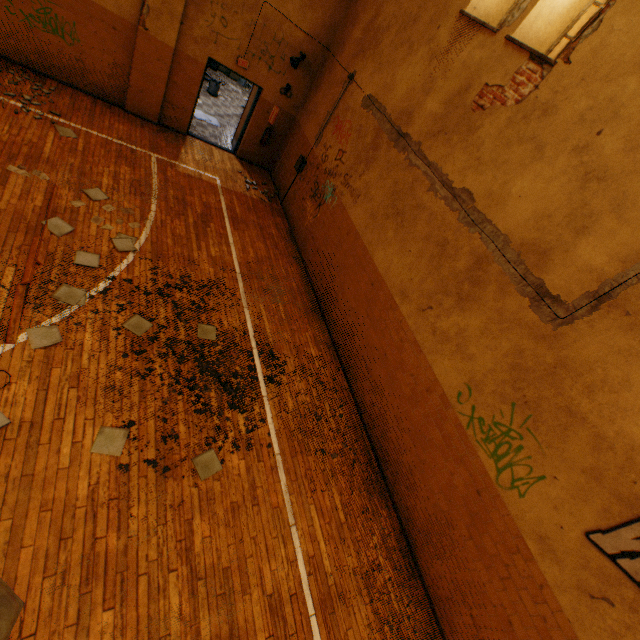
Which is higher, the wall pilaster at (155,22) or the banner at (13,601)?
the wall pilaster at (155,22)

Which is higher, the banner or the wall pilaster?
the wall pilaster

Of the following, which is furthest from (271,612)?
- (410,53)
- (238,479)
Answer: (410,53)

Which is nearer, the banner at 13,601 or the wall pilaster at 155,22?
the banner at 13,601

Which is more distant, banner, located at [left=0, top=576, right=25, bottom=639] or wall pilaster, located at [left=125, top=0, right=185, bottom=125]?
wall pilaster, located at [left=125, top=0, right=185, bottom=125]
